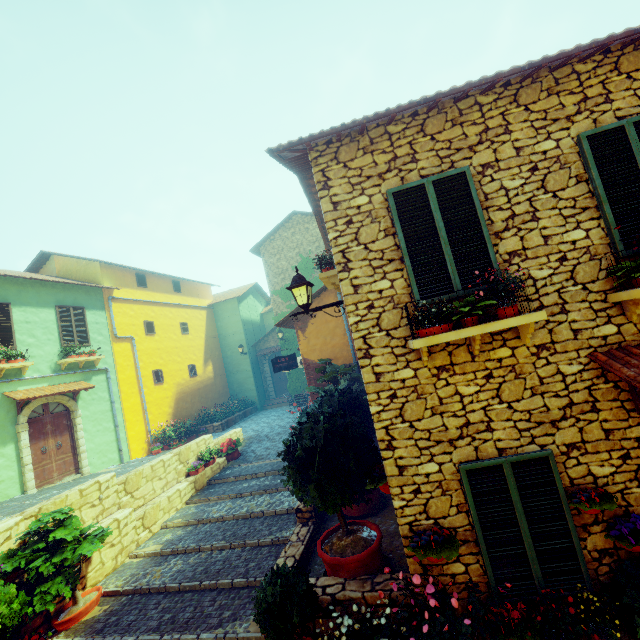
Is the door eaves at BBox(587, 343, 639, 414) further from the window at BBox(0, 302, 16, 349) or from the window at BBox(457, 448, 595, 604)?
the window at BBox(0, 302, 16, 349)

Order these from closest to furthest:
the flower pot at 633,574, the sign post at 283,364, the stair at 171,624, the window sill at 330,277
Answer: the flower pot at 633,574, the stair at 171,624, the window sill at 330,277, the sign post at 283,364

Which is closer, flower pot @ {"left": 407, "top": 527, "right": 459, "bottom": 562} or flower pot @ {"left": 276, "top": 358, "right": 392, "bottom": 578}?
flower pot @ {"left": 407, "top": 527, "right": 459, "bottom": 562}

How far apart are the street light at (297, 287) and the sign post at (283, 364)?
7.2 meters

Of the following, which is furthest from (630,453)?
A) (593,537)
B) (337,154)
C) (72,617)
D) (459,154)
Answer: (72,617)

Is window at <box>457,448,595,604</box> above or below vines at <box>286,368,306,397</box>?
below

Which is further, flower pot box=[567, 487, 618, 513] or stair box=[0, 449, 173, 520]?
stair box=[0, 449, 173, 520]

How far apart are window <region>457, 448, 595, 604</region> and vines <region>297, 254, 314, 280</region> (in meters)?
14.26
